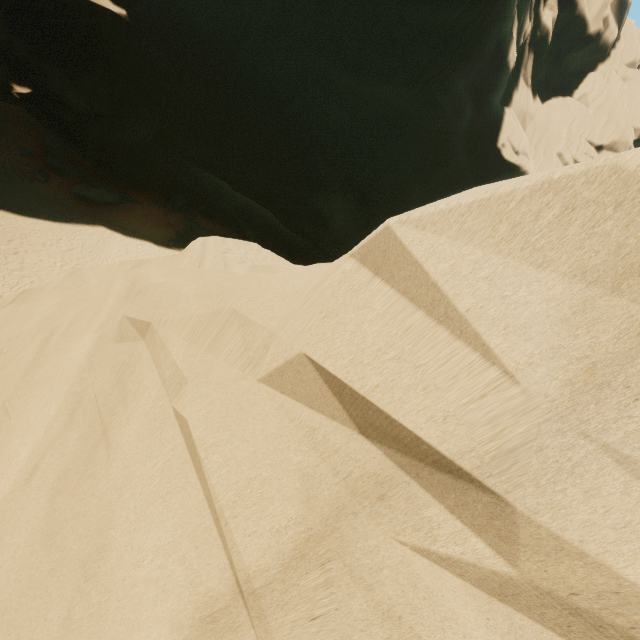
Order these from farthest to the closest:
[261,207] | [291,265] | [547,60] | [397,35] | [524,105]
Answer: [547,60]
[524,105]
[261,207]
[397,35]
[291,265]
